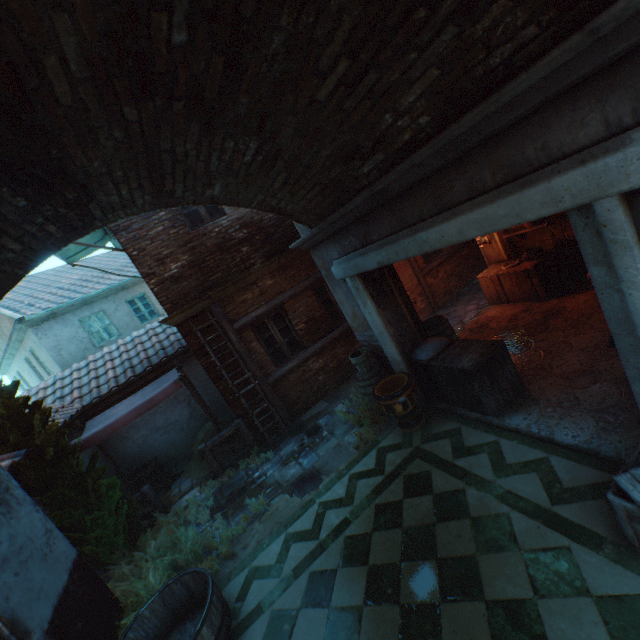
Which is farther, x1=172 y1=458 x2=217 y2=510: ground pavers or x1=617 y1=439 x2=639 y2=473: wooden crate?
x1=172 y1=458 x2=217 y2=510: ground pavers

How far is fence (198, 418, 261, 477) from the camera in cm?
761

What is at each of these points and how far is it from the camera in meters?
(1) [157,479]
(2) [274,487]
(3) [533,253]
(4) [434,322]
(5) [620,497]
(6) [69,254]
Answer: (1) wooden crate, 8.9
(2) ground pavers, 6.4
(3) ceramic bowl, 7.4
(4) barrel, 7.2
(5) wooden crate, 2.8
(6) awning, 9.7

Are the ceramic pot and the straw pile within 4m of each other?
no

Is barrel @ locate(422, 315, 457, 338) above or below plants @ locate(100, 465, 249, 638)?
above

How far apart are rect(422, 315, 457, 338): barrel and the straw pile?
5.5 meters

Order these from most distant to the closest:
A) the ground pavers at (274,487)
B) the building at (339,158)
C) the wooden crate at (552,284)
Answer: the wooden crate at (552,284) < the ground pavers at (274,487) < the building at (339,158)

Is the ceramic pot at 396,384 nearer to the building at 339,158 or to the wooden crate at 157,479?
the building at 339,158
